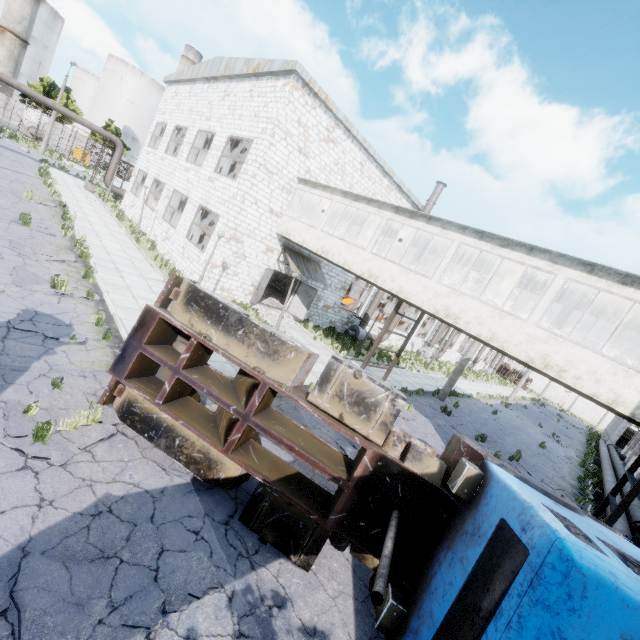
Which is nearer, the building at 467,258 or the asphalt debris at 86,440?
the asphalt debris at 86,440

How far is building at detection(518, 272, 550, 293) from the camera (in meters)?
11.91

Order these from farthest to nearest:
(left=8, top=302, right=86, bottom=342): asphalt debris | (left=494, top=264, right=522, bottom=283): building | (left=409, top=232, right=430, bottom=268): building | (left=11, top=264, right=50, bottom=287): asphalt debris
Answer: (left=409, top=232, right=430, bottom=268): building < (left=494, top=264, right=522, bottom=283): building < (left=11, top=264, right=50, bottom=287): asphalt debris < (left=8, top=302, right=86, bottom=342): asphalt debris

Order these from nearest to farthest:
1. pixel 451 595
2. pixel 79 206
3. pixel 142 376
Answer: pixel 451 595 < pixel 142 376 < pixel 79 206

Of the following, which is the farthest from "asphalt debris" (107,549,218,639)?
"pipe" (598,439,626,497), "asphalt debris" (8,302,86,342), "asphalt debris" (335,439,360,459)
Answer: "pipe" (598,439,626,497)

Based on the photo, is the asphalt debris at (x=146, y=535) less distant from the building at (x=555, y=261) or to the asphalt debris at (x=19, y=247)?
the building at (x=555, y=261)

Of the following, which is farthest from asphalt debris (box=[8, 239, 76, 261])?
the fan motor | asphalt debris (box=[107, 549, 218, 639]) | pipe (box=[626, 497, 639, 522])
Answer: pipe (box=[626, 497, 639, 522])

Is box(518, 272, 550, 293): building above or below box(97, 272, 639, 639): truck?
above
